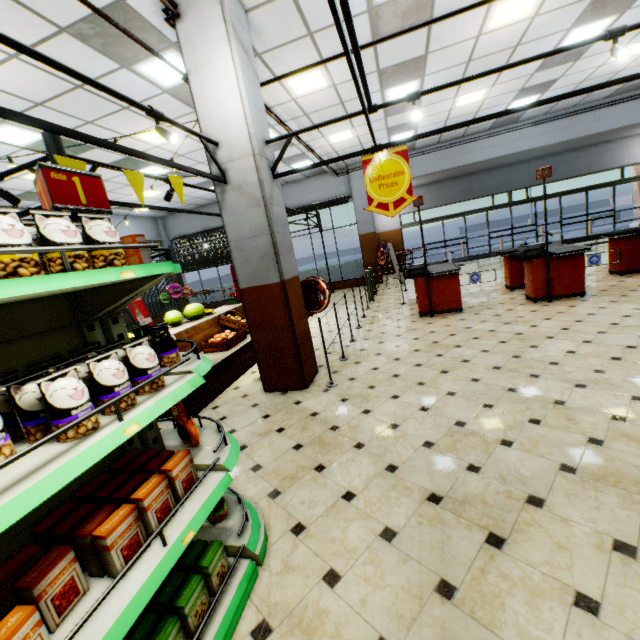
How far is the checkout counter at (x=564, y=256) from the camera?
6.14m

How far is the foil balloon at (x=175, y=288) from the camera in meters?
15.2 m

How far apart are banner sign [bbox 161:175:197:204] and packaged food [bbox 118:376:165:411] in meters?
1.1 m

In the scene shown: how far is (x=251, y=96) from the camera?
4.0m

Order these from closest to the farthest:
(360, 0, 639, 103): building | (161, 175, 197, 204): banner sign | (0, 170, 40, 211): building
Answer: (161, 175, 197, 204): banner sign < (360, 0, 639, 103): building < (0, 170, 40, 211): building

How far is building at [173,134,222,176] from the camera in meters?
4.1

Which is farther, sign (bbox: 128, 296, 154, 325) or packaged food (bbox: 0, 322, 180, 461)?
sign (bbox: 128, 296, 154, 325)

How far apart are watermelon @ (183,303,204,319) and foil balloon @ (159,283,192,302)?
9.4m
